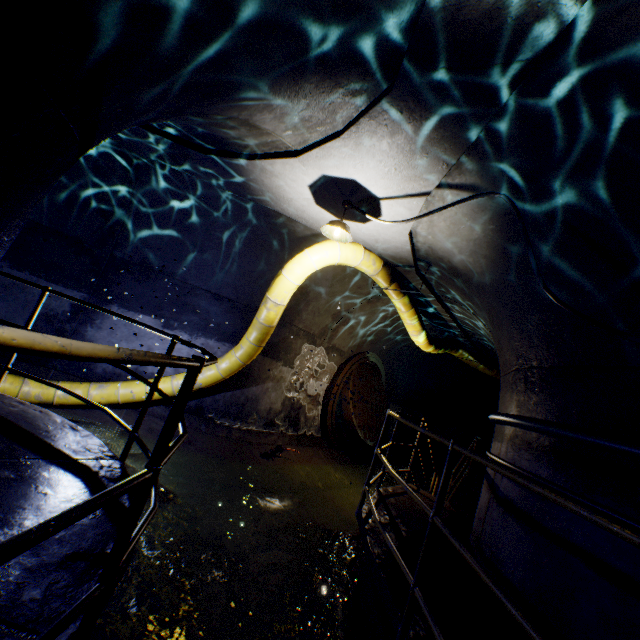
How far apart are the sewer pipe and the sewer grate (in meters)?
0.01

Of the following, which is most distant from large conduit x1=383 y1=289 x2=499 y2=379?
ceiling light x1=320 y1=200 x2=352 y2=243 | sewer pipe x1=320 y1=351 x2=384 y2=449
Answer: sewer pipe x1=320 y1=351 x2=384 y2=449

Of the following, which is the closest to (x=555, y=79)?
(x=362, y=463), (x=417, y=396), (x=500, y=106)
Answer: (x=500, y=106)

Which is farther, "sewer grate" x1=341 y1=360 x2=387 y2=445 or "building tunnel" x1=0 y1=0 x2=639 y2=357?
"sewer grate" x1=341 y1=360 x2=387 y2=445

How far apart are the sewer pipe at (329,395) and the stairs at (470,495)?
2.8m

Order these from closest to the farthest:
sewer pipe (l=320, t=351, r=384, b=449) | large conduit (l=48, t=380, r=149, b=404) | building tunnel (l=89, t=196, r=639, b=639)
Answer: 1. building tunnel (l=89, t=196, r=639, b=639)
2. large conduit (l=48, t=380, r=149, b=404)
3. sewer pipe (l=320, t=351, r=384, b=449)

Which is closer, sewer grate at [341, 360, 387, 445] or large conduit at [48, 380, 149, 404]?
large conduit at [48, 380, 149, 404]

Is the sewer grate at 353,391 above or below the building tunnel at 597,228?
below
